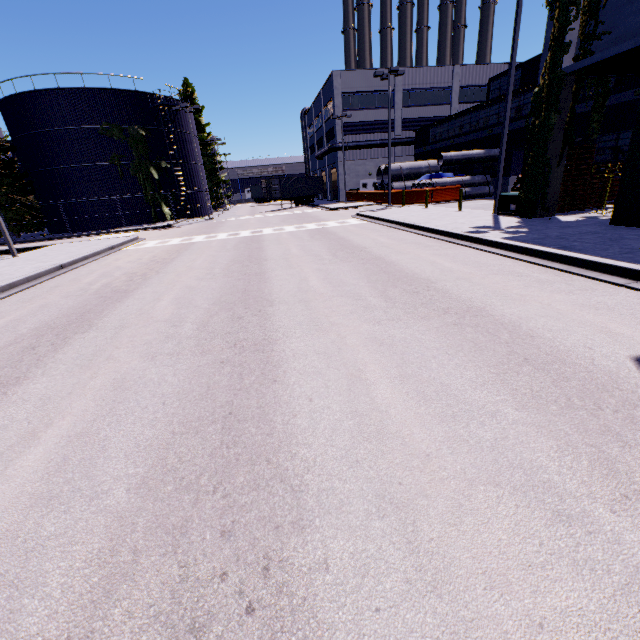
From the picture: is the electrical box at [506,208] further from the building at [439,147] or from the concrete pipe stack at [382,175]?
the concrete pipe stack at [382,175]

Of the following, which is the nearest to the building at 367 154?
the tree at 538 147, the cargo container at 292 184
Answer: the tree at 538 147

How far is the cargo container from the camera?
40.1 meters

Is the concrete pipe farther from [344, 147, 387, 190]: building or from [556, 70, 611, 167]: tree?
[556, 70, 611, 167]: tree

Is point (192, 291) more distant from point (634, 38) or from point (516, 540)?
point (634, 38)

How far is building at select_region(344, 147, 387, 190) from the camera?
43.2 meters

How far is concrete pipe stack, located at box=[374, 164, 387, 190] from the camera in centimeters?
3441cm
